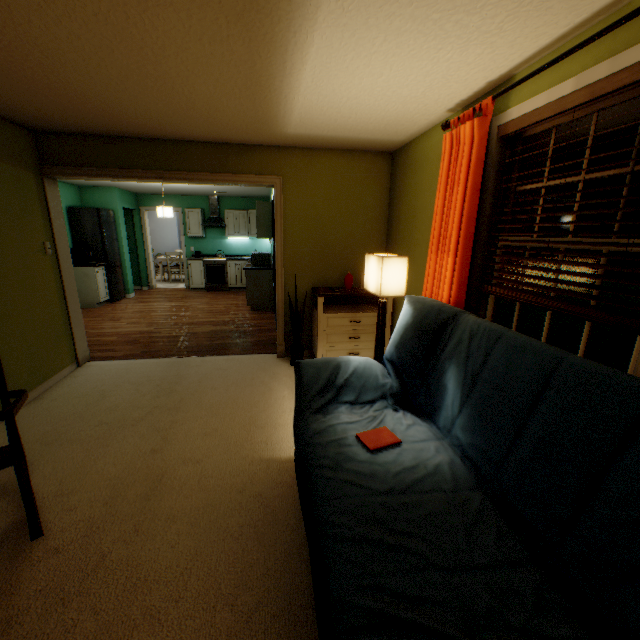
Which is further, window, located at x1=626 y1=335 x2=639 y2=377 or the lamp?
the lamp

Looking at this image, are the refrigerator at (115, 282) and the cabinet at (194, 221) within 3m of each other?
yes

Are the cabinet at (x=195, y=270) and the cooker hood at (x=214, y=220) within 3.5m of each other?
yes

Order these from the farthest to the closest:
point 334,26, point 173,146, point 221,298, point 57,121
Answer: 1. point 221,298
2. point 173,146
3. point 57,121
4. point 334,26

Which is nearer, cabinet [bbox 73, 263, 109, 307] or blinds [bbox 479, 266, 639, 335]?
blinds [bbox 479, 266, 639, 335]

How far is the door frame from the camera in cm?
333

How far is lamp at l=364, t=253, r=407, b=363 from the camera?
2.1 meters

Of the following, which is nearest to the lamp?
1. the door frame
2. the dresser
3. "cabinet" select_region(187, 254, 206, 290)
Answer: the dresser
